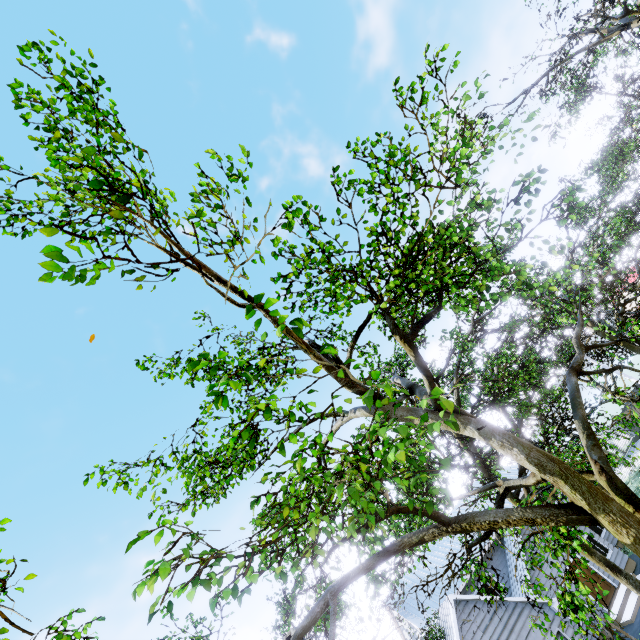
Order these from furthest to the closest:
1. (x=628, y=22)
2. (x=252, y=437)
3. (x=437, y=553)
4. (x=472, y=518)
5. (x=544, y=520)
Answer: (x=628, y=22)
(x=437, y=553)
(x=252, y=437)
(x=472, y=518)
(x=544, y=520)
